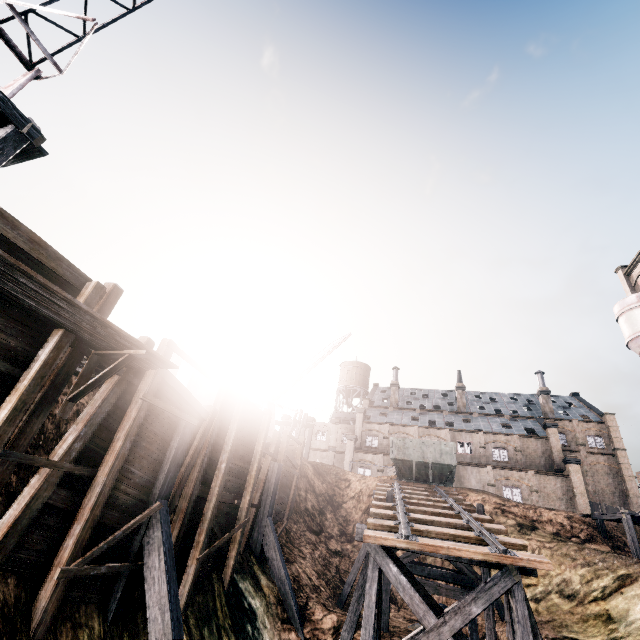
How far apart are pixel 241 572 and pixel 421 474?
15.8 meters

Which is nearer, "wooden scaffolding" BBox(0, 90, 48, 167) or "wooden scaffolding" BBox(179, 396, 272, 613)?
"wooden scaffolding" BBox(0, 90, 48, 167)

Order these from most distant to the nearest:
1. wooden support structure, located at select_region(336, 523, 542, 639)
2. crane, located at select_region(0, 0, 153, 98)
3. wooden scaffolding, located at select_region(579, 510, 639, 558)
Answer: wooden scaffolding, located at select_region(579, 510, 639, 558) → wooden support structure, located at select_region(336, 523, 542, 639) → crane, located at select_region(0, 0, 153, 98)

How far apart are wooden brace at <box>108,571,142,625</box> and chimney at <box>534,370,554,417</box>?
55.7m

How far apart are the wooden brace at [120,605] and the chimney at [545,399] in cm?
5574

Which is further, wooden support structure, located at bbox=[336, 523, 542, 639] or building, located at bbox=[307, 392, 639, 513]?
building, located at bbox=[307, 392, 639, 513]

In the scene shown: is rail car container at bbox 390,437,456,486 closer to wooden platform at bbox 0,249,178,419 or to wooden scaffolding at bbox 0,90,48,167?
wooden scaffolding at bbox 0,90,48,167

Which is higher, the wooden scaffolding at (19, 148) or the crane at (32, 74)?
the crane at (32, 74)
